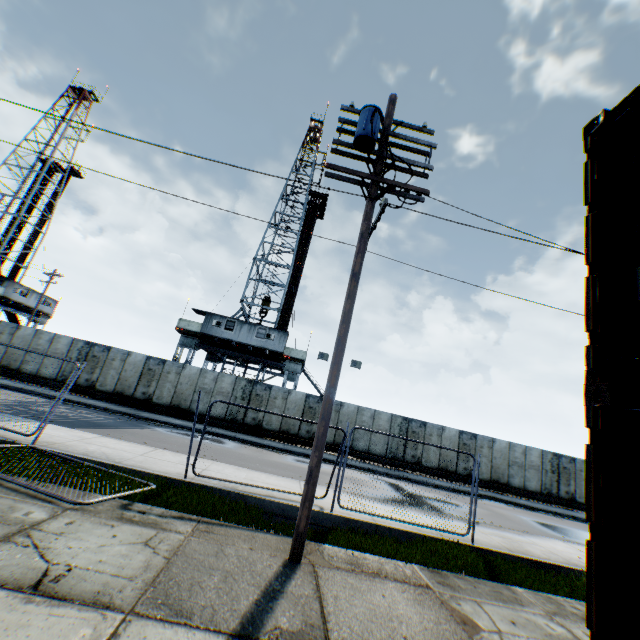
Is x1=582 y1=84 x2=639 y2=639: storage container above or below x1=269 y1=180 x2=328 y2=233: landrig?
below

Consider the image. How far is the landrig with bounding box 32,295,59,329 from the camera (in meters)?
36.72

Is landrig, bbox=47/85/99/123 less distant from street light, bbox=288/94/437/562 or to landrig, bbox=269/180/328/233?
landrig, bbox=269/180/328/233

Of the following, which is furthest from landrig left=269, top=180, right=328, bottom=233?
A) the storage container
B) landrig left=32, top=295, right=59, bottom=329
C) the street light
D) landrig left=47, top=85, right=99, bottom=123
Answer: the storage container

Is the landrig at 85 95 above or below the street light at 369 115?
above

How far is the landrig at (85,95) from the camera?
40.8m

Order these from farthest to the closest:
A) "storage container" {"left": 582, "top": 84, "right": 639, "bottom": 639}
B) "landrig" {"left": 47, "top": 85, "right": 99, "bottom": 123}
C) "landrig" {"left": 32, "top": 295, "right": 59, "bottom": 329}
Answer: "landrig" {"left": 47, "top": 85, "right": 99, "bottom": 123} < "landrig" {"left": 32, "top": 295, "right": 59, "bottom": 329} < "storage container" {"left": 582, "top": 84, "right": 639, "bottom": 639}

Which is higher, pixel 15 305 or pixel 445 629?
pixel 15 305
